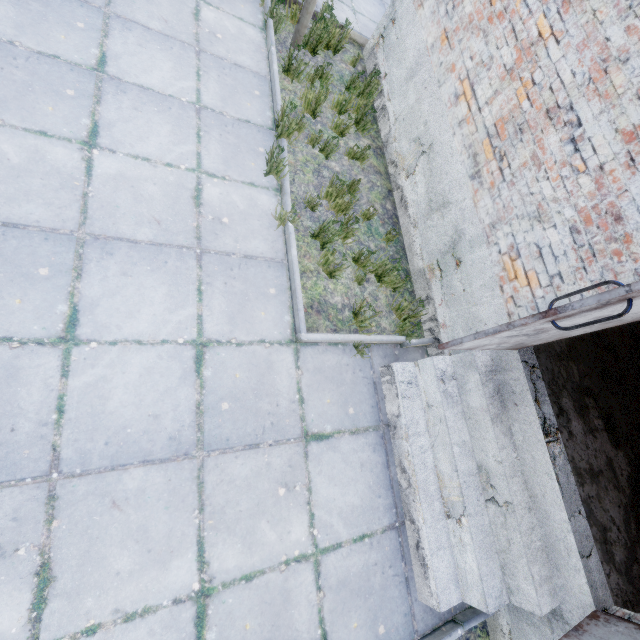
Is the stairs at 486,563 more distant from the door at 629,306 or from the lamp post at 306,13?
the lamp post at 306,13

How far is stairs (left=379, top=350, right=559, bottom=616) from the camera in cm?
303

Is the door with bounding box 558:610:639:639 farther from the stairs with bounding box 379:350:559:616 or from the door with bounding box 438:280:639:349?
the door with bounding box 438:280:639:349

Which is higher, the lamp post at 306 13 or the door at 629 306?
the door at 629 306

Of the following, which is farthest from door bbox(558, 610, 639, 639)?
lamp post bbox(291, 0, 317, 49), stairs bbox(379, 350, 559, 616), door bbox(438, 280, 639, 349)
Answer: lamp post bbox(291, 0, 317, 49)

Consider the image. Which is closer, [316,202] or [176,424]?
[176,424]

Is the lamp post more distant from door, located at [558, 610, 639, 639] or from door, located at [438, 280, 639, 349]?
door, located at [558, 610, 639, 639]

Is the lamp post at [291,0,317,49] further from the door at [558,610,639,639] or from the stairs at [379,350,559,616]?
the door at [558,610,639,639]
